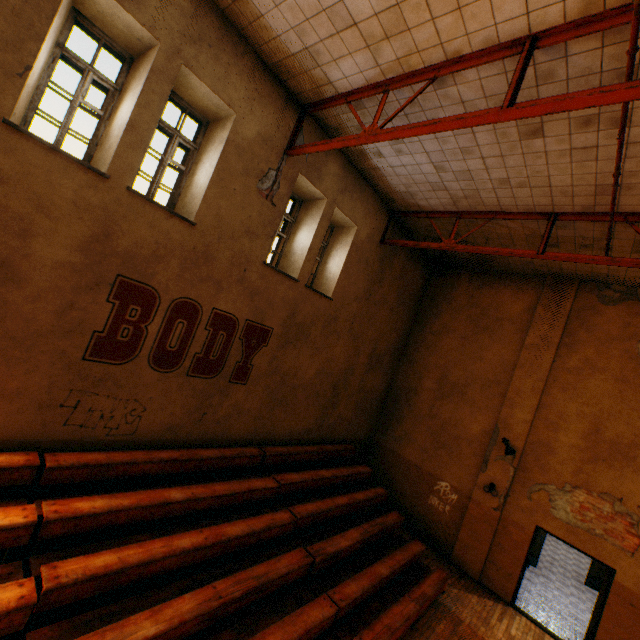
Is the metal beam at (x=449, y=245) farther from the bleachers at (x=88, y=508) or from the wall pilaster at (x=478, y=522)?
the bleachers at (x=88, y=508)

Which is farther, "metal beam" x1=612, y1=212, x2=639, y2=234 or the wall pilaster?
the wall pilaster

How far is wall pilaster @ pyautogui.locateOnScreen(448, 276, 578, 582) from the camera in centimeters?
902cm

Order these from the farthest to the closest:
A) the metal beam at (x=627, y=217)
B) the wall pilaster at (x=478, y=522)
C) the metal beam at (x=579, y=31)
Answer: the wall pilaster at (x=478, y=522)
the metal beam at (x=627, y=217)
the metal beam at (x=579, y=31)

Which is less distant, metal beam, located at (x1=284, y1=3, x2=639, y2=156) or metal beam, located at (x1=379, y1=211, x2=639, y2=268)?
metal beam, located at (x1=284, y1=3, x2=639, y2=156)

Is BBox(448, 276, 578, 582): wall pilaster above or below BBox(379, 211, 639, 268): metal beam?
below

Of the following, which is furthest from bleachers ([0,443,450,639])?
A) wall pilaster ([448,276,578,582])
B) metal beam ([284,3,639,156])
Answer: metal beam ([284,3,639,156])

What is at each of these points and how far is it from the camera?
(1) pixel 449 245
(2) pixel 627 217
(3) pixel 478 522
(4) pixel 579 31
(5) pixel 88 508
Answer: (1) metal beam, 8.1m
(2) metal beam, 6.0m
(3) wall pilaster, 9.1m
(4) metal beam, 3.5m
(5) bleachers, 4.3m
